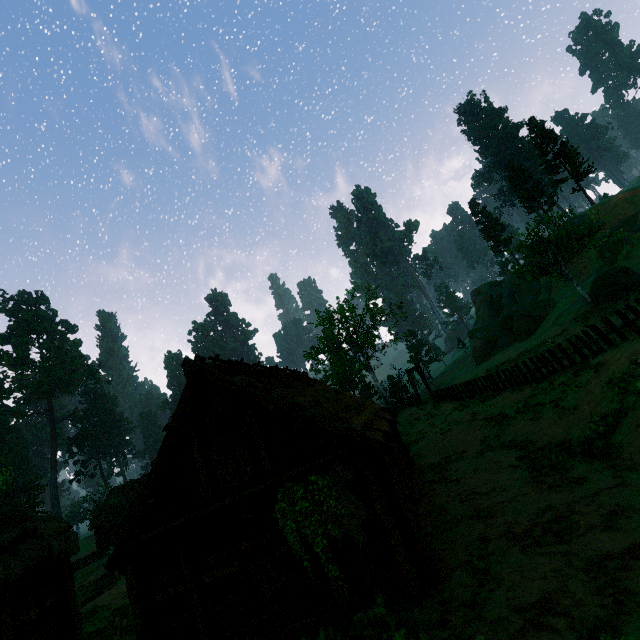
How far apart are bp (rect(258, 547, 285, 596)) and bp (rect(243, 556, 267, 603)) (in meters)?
0.19

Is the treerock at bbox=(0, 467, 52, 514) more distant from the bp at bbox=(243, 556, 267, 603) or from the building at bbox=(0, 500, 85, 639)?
the bp at bbox=(243, 556, 267, 603)

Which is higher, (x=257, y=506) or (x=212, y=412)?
(x=212, y=412)

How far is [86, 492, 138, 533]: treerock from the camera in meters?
34.2 m

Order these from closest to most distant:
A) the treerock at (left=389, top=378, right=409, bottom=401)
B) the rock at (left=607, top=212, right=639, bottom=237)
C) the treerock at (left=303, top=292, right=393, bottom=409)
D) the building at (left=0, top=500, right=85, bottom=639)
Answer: the building at (left=0, top=500, right=85, bottom=639) → the rock at (left=607, top=212, right=639, bottom=237) → the treerock at (left=303, top=292, right=393, bottom=409) → the treerock at (left=389, top=378, right=409, bottom=401)

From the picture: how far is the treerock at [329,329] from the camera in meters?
37.4 m

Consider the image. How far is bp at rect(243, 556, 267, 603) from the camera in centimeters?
852cm

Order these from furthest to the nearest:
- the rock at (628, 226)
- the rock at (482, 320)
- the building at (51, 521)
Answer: the rock at (482, 320)
the rock at (628, 226)
the building at (51, 521)
